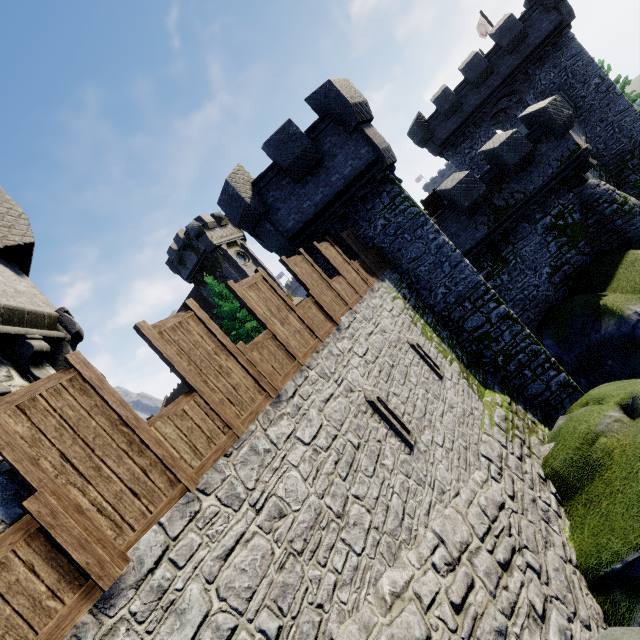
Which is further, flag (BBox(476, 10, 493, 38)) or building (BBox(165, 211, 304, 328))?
building (BBox(165, 211, 304, 328))

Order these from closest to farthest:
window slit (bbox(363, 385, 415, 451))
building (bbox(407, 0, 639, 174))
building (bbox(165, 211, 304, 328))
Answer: window slit (bbox(363, 385, 415, 451)) → building (bbox(407, 0, 639, 174)) → building (bbox(165, 211, 304, 328))

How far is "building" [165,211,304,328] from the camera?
36.3 meters

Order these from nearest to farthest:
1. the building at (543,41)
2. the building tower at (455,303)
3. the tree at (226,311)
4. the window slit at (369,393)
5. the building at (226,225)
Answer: the window slit at (369,393), the building tower at (455,303), the building at (543,41), the tree at (226,311), the building at (226,225)

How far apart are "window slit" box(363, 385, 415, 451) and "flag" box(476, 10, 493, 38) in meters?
37.7 m

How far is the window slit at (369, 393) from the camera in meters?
7.1 m

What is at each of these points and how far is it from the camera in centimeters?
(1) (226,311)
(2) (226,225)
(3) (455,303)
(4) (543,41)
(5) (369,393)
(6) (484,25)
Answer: (1) tree, 3056cm
(2) building, 3969cm
(3) building tower, 1293cm
(4) building, 2155cm
(5) window slit, 713cm
(6) flag, 3014cm

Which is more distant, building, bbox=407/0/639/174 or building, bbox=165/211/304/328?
building, bbox=165/211/304/328
